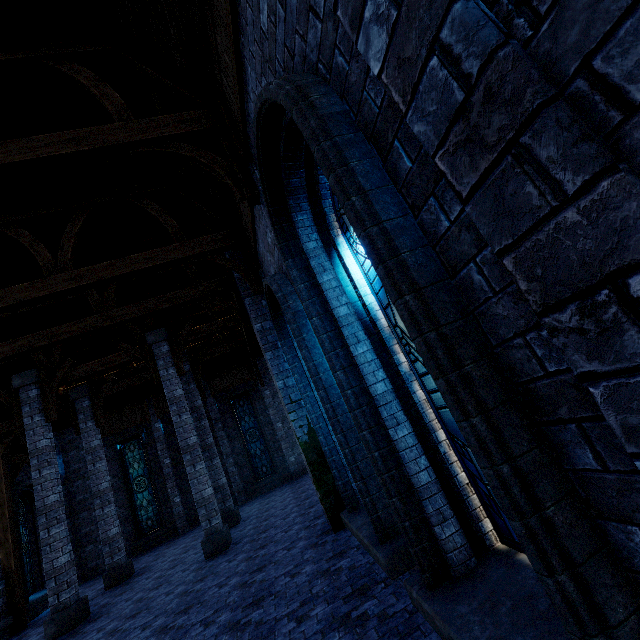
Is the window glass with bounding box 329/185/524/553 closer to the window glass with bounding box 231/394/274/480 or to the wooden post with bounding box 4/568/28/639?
the wooden post with bounding box 4/568/28/639

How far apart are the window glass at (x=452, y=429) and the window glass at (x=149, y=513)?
18.5m

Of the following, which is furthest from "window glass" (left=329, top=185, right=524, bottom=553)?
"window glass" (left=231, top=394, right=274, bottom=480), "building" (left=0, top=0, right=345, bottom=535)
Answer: "window glass" (left=231, top=394, right=274, bottom=480)

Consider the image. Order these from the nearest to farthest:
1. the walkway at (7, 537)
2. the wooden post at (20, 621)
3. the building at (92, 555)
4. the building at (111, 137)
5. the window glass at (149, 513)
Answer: the building at (111, 137)
the wooden post at (20, 621)
the walkway at (7, 537)
the building at (92, 555)
the window glass at (149, 513)

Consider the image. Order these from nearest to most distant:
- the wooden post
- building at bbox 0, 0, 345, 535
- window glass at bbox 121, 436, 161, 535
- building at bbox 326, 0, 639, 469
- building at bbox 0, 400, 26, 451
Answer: building at bbox 326, 0, 639, 469
building at bbox 0, 0, 345, 535
the wooden post
building at bbox 0, 400, 26, 451
window glass at bbox 121, 436, 161, 535

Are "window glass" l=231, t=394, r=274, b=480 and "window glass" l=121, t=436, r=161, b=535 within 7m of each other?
yes

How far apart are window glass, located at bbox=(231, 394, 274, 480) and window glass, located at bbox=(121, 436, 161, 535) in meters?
4.9 m

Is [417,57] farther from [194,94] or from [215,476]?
[215,476]
